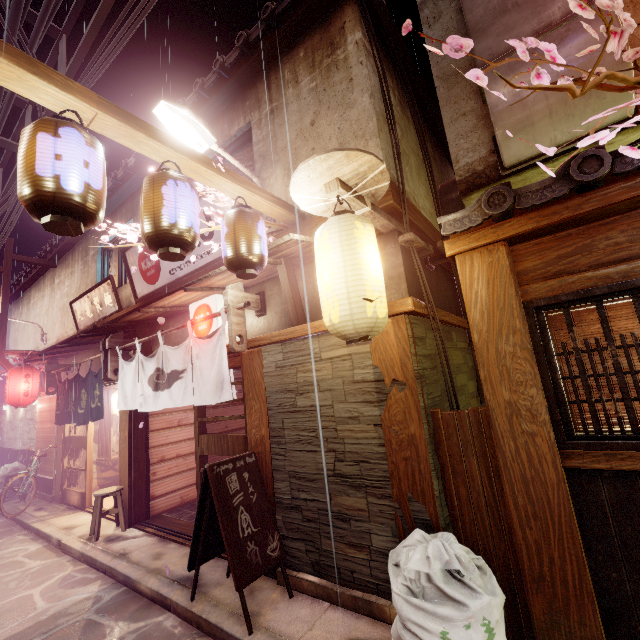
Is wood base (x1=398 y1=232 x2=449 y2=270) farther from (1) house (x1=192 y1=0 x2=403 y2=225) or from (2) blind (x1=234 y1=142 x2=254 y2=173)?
(2) blind (x1=234 y1=142 x2=254 y2=173)

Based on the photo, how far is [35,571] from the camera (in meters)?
9.45

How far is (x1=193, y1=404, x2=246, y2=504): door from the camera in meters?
8.5 m

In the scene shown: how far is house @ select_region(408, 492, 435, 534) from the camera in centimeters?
530cm

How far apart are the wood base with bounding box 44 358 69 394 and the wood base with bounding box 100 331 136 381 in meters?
7.0

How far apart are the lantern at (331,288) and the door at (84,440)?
14.4m

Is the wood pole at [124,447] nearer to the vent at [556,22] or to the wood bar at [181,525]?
the wood bar at [181,525]

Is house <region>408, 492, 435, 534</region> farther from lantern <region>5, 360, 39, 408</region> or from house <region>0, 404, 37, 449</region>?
house <region>0, 404, 37, 449</region>
